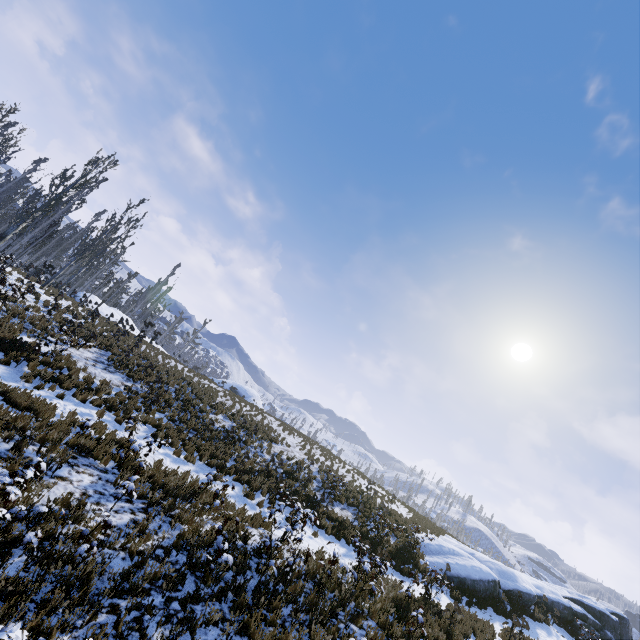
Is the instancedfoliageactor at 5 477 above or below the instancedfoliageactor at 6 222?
below

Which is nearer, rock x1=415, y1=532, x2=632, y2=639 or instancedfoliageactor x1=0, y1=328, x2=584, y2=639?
instancedfoliageactor x1=0, y1=328, x2=584, y2=639

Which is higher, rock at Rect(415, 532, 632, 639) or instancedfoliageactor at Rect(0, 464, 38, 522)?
rock at Rect(415, 532, 632, 639)

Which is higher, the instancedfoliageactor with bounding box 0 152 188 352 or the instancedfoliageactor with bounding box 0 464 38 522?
the instancedfoliageactor with bounding box 0 152 188 352

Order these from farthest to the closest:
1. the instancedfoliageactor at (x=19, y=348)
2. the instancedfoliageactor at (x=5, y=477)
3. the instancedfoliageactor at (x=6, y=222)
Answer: the instancedfoliageactor at (x=6, y=222)
the instancedfoliageactor at (x=19, y=348)
the instancedfoliageactor at (x=5, y=477)

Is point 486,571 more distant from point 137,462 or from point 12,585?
point 12,585

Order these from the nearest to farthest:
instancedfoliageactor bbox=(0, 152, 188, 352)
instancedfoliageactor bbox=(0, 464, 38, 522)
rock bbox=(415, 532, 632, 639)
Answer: instancedfoliageactor bbox=(0, 464, 38, 522) → rock bbox=(415, 532, 632, 639) → instancedfoliageactor bbox=(0, 152, 188, 352)
